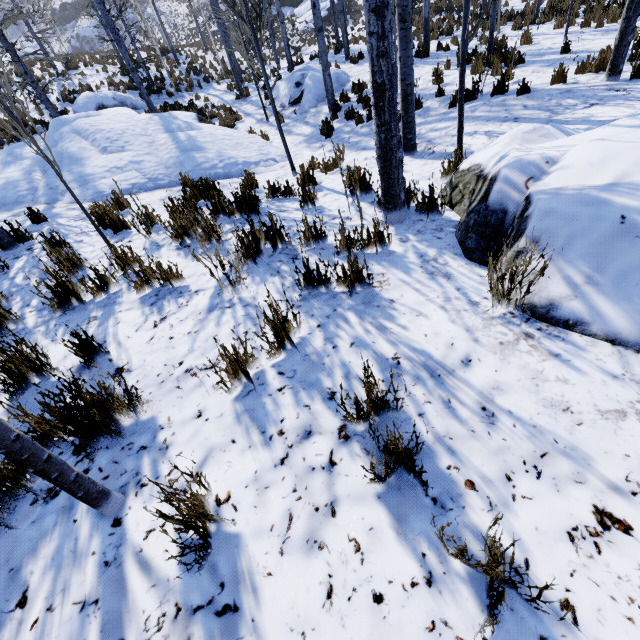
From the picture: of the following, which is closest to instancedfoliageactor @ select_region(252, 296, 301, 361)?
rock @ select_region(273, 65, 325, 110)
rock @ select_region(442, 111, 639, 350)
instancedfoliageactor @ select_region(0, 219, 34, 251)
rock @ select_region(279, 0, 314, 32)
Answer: rock @ select_region(442, 111, 639, 350)

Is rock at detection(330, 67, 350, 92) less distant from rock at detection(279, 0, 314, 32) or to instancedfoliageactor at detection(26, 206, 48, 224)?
instancedfoliageactor at detection(26, 206, 48, 224)

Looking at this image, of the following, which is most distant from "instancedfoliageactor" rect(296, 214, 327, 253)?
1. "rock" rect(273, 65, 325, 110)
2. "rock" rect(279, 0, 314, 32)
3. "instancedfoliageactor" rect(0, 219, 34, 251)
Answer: "rock" rect(279, 0, 314, 32)

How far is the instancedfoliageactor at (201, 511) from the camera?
1.15m

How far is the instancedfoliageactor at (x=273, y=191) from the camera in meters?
5.1 m

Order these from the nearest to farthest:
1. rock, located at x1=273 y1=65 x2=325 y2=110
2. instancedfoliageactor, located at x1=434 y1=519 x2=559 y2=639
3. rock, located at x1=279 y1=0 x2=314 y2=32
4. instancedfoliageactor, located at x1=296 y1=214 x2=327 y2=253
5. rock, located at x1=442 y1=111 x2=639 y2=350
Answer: instancedfoliageactor, located at x1=434 y1=519 x2=559 y2=639
rock, located at x1=442 y1=111 x2=639 y2=350
instancedfoliageactor, located at x1=296 y1=214 x2=327 y2=253
rock, located at x1=273 y1=65 x2=325 y2=110
rock, located at x1=279 y1=0 x2=314 y2=32

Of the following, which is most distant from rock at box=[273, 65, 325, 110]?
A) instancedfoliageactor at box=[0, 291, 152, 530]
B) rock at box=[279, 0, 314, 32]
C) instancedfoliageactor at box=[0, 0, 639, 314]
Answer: rock at box=[279, 0, 314, 32]

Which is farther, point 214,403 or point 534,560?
point 214,403
